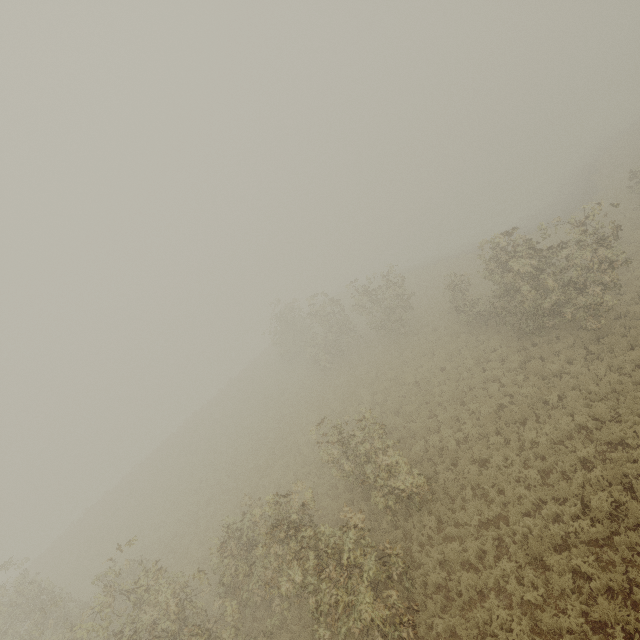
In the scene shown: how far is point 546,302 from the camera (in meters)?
14.40
